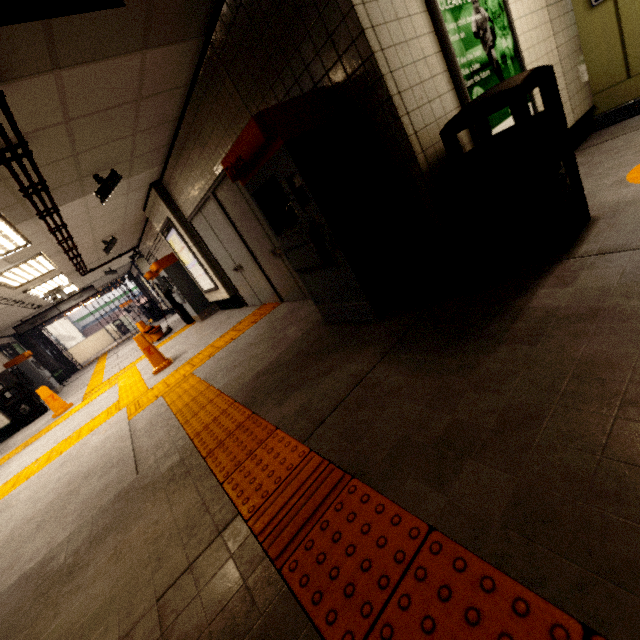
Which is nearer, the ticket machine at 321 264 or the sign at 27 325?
the ticket machine at 321 264

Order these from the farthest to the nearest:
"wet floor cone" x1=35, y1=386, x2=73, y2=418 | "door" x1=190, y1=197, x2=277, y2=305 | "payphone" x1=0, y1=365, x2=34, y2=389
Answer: "payphone" x1=0, y1=365, x2=34, y2=389 < "wet floor cone" x1=35, y1=386, x2=73, y2=418 < "door" x1=190, y1=197, x2=277, y2=305

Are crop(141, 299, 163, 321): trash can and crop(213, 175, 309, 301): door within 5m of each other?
no

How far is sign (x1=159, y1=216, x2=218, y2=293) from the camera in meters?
6.8

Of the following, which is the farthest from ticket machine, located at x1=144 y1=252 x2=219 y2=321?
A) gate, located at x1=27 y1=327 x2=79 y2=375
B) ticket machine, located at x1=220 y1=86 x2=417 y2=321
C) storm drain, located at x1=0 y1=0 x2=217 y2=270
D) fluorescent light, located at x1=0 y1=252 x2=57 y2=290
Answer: gate, located at x1=27 y1=327 x2=79 y2=375

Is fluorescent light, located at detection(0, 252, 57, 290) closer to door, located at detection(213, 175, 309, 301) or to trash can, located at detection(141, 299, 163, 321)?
door, located at detection(213, 175, 309, 301)

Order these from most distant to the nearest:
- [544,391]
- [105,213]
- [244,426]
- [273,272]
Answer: [105,213] → [273,272] → [244,426] → [544,391]

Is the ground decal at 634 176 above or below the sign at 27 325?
below
